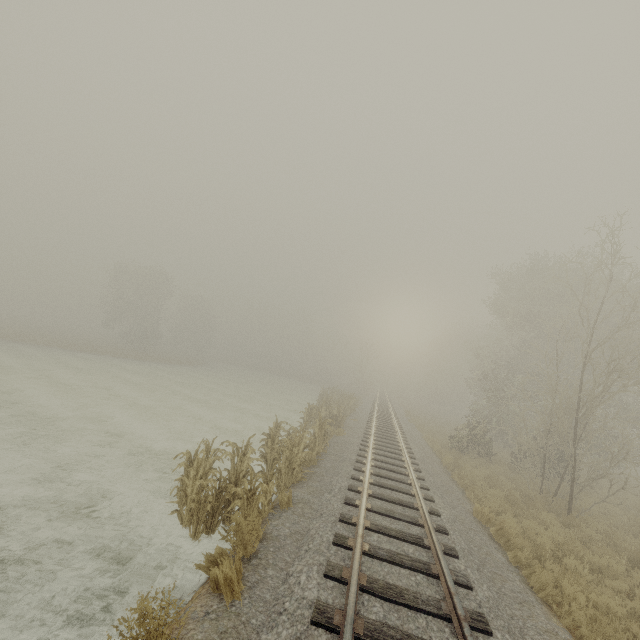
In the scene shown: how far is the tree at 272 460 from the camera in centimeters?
634cm

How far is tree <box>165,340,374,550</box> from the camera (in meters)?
6.34

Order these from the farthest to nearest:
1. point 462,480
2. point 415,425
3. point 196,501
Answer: point 415,425 < point 462,480 < point 196,501
